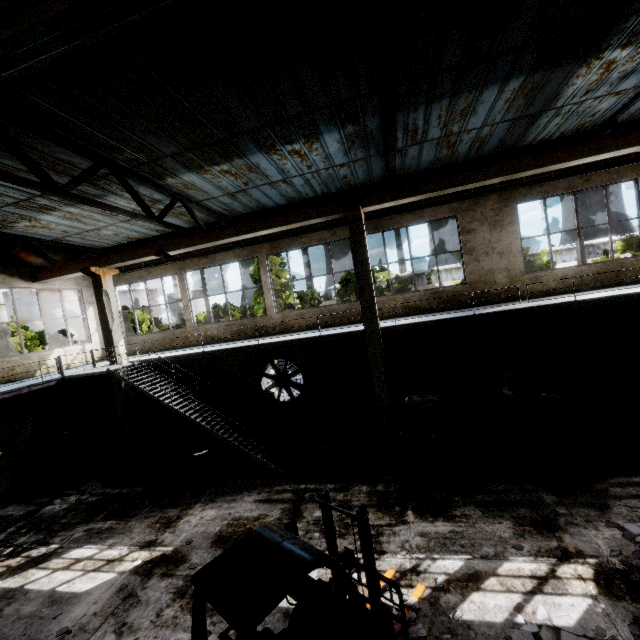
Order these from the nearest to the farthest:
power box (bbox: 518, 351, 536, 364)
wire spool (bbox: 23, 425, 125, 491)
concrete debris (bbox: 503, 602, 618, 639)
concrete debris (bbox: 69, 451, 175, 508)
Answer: concrete debris (bbox: 503, 602, 618, 639)
concrete debris (bbox: 69, 451, 175, 508)
wire spool (bbox: 23, 425, 125, 491)
power box (bbox: 518, 351, 536, 364)

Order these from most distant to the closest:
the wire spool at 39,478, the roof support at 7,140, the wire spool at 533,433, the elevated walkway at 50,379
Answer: the wire spool at 39,478, the elevated walkway at 50,379, the wire spool at 533,433, the roof support at 7,140

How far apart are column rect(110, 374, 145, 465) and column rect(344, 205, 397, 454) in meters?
9.5 m

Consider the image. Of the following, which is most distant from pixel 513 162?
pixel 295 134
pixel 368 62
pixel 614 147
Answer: pixel 295 134

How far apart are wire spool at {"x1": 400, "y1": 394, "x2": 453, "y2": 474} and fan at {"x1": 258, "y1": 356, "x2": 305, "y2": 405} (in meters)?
5.27

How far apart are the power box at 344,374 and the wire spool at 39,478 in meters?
8.7

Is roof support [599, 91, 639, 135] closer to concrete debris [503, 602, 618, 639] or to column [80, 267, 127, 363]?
concrete debris [503, 602, 618, 639]

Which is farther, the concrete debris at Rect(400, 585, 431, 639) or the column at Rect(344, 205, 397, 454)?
the column at Rect(344, 205, 397, 454)
